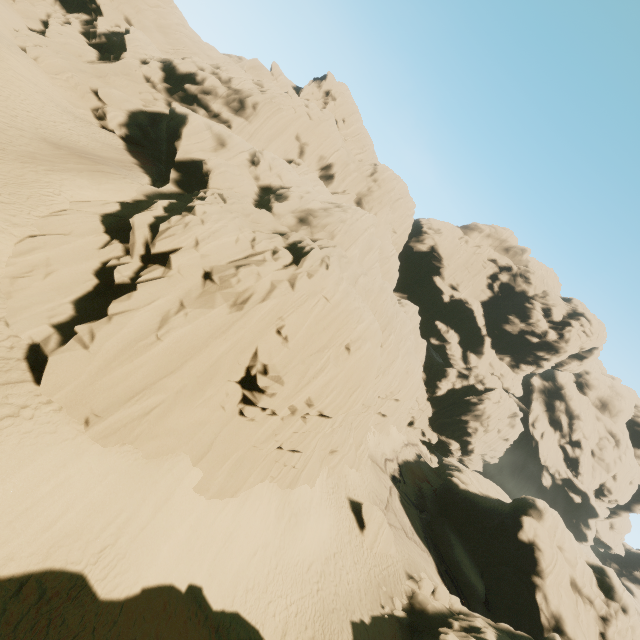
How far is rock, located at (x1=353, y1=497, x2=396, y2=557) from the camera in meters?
24.1 m

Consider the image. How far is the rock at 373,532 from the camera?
24.1m

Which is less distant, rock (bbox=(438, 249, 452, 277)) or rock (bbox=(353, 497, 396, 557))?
rock (bbox=(353, 497, 396, 557))

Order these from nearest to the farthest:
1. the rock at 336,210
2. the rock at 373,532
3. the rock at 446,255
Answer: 1. the rock at 336,210
2. the rock at 373,532
3. the rock at 446,255

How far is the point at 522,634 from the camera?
22.1m
